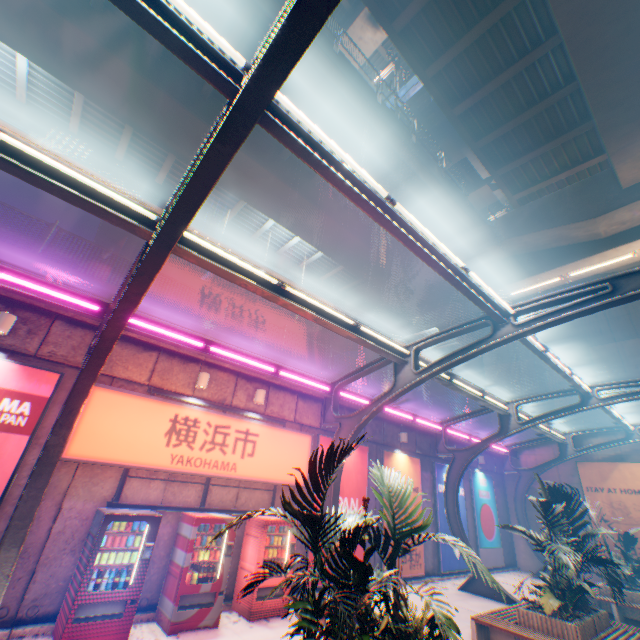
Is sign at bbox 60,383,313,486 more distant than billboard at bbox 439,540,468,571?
No

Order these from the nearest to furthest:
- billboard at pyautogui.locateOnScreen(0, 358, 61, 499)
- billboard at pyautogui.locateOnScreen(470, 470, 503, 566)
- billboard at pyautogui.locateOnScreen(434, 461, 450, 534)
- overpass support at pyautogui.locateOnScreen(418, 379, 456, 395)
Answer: billboard at pyautogui.locateOnScreen(0, 358, 61, 499)
billboard at pyautogui.locateOnScreen(434, 461, 450, 534)
billboard at pyautogui.locateOnScreen(470, 470, 503, 566)
overpass support at pyautogui.locateOnScreen(418, 379, 456, 395)

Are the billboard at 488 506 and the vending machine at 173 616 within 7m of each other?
no

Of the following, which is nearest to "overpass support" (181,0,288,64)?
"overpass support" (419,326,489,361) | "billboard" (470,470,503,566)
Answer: "overpass support" (419,326,489,361)

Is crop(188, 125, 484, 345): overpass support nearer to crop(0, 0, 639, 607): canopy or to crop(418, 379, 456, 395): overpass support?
crop(418, 379, 456, 395): overpass support

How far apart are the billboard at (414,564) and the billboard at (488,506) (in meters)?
4.76

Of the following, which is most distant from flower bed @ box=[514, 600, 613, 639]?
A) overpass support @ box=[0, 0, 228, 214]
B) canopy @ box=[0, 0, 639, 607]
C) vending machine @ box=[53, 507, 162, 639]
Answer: overpass support @ box=[0, 0, 228, 214]

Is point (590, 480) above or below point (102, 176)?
below
